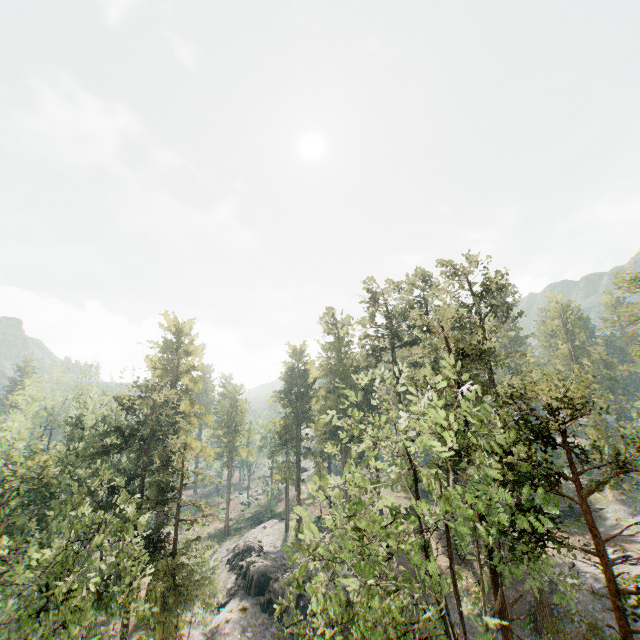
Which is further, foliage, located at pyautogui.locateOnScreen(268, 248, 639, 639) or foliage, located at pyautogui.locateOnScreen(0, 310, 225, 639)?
foliage, located at pyautogui.locateOnScreen(0, 310, 225, 639)

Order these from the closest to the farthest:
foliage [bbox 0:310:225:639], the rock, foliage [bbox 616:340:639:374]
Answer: foliage [bbox 0:310:225:639]
foliage [bbox 616:340:639:374]
the rock

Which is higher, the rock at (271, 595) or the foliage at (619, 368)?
the foliage at (619, 368)

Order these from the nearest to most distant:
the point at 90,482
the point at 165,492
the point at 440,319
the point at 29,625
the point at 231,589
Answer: the point at 29,625 → the point at 90,482 → the point at 440,319 → the point at 165,492 → the point at 231,589

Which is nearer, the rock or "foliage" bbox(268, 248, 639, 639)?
"foliage" bbox(268, 248, 639, 639)

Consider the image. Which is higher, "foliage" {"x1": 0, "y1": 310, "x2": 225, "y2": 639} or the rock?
"foliage" {"x1": 0, "y1": 310, "x2": 225, "y2": 639}
